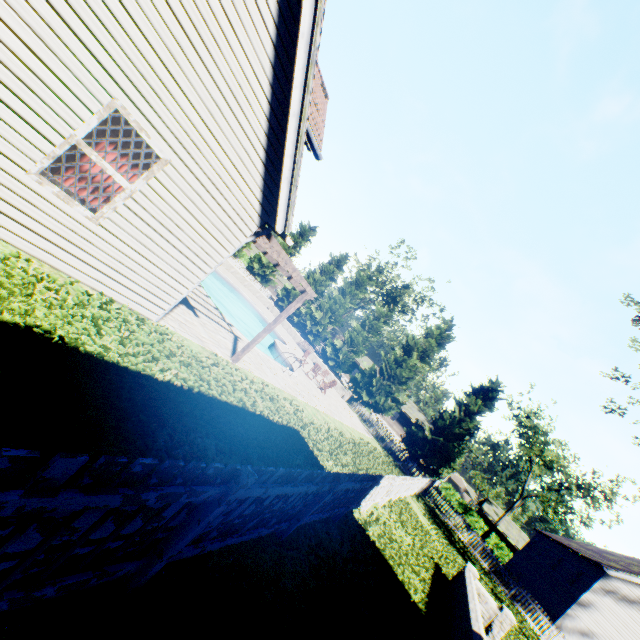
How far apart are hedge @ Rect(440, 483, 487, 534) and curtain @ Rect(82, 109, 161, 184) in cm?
5245

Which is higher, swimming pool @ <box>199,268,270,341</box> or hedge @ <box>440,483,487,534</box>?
hedge @ <box>440,483,487,534</box>

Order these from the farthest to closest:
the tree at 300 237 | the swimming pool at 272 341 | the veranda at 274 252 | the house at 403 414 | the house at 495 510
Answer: the house at 403 414 < the house at 495 510 < the tree at 300 237 < the swimming pool at 272 341 < the veranda at 274 252

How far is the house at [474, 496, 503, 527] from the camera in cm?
4695

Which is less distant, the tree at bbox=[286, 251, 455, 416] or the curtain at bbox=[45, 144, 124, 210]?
the curtain at bbox=[45, 144, 124, 210]

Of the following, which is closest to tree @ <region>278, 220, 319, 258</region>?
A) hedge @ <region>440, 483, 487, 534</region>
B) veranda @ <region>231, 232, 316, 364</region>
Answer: hedge @ <region>440, 483, 487, 534</region>

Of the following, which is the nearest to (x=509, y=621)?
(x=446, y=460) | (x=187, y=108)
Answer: (x=187, y=108)

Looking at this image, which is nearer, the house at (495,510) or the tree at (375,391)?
the tree at (375,391)
